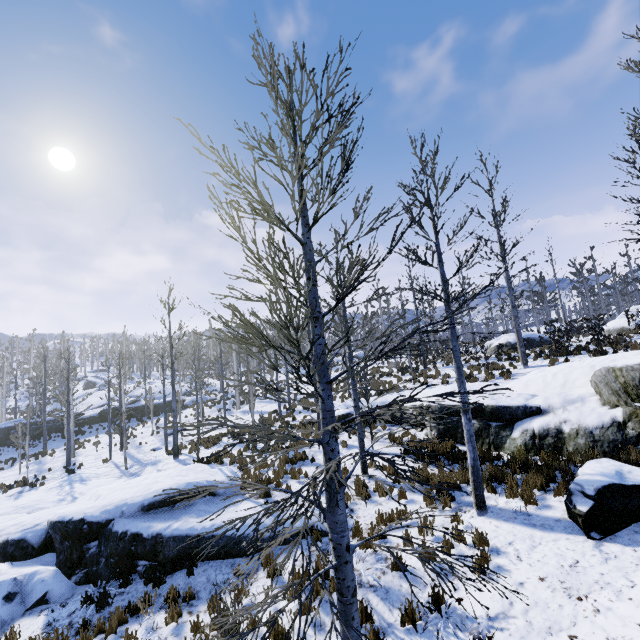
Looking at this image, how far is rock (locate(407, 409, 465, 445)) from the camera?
11.0 meters

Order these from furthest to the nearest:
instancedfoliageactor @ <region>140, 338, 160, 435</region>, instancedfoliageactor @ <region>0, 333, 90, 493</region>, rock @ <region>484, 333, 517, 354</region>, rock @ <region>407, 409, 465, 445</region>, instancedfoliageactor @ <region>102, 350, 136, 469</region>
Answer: instancedfoliageactor @ <region>140, 338, 160, 435</region> < rock @ <region>484, 333, 517, 354</region> < instancedfoliageactor @ <region>0, 333, 90, 493</region> < instancedfoliageactor @ <region>102, 350, 136, 469</region> < rock @ <region>407, 409, 465, 445</region>

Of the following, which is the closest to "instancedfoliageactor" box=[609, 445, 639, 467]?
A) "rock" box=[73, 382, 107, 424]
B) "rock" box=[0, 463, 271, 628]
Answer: "rock" box=[73, 382, 107, 424]

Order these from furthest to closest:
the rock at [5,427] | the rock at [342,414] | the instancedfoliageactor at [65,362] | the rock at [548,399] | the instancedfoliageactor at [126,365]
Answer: the rock at [5,427]
the instancedfoliageactor at [65,362]
the instancedfoliageactor at [126,365]
the rock at [342,414]
the rock at [548,399]

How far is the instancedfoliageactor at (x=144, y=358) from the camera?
30.0 meters

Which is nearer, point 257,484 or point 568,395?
point 257,484

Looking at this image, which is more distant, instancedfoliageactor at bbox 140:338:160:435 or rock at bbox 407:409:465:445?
instancedfoliageactor at bbox 140:338:160:435

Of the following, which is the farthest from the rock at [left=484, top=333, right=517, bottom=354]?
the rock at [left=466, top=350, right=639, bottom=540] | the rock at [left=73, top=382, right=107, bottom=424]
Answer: the rock at [left=73, top=382, right=107, bottom=424]
